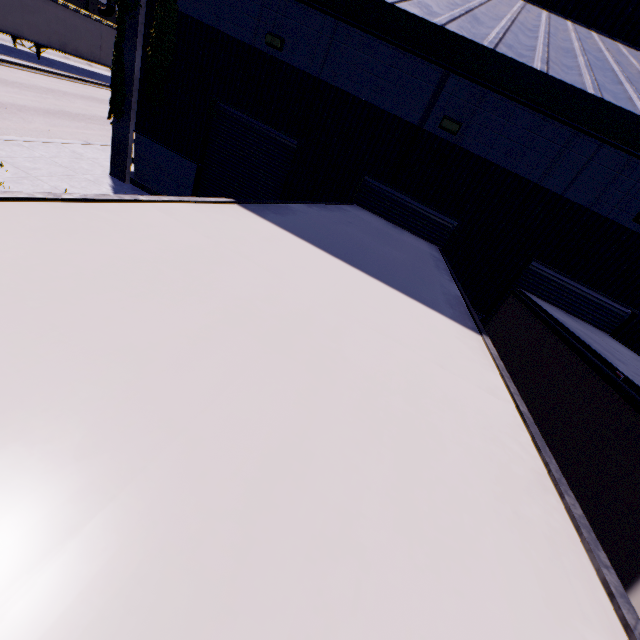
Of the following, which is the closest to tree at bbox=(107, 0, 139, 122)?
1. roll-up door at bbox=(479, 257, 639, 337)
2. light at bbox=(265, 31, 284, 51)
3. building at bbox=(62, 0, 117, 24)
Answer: building at bbox=(62, 0, 117, 24)

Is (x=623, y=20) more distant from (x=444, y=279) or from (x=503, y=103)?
(x=444, y=279)

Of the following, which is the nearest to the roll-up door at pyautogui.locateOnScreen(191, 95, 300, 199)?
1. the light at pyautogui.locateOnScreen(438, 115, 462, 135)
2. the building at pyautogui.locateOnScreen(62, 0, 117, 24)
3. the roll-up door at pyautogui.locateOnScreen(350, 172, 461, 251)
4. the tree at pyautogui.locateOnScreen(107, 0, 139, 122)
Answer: the building at pyautogui.locateOnScreen(62, 0, 117, 24)

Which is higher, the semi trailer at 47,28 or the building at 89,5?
the building at 89,5

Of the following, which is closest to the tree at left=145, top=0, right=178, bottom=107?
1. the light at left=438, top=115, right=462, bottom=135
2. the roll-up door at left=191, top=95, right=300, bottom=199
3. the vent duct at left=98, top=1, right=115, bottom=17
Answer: the vent duct at left=98, top=1, right=115, bottom=17

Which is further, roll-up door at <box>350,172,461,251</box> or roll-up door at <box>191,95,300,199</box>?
roll-up door at <box>191,95,300,199</box>

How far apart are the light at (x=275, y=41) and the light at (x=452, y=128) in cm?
449

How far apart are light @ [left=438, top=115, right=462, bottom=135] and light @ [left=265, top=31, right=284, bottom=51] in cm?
449
